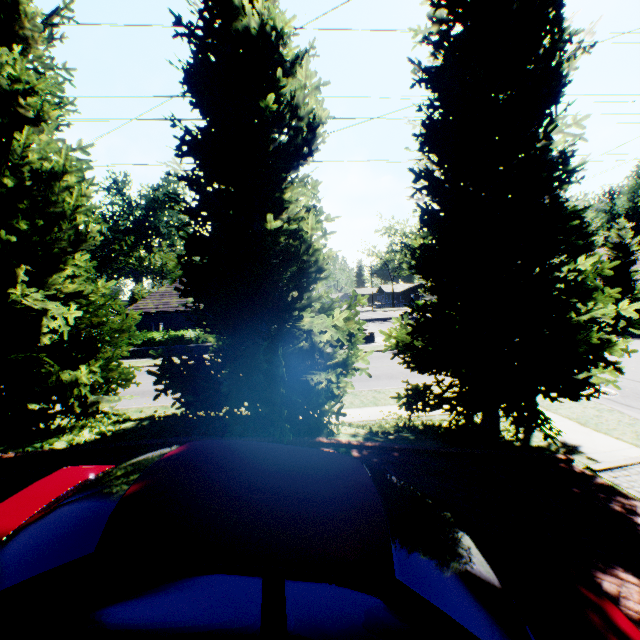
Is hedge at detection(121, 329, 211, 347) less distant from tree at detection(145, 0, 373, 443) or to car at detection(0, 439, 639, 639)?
tree at detection(145, 0, 373, 443)

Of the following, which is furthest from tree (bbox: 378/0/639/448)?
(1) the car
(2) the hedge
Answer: (2) the hedge

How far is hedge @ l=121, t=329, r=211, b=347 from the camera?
24.5m

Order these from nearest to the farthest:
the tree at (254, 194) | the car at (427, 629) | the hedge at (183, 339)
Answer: the car at (427, 629) → the tree at (254, 194) → the hedge at (183, 339)

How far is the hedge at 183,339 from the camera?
24.53m

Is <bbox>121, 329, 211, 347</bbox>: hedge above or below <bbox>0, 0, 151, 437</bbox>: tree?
below

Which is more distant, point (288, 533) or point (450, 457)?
point (450, 457)

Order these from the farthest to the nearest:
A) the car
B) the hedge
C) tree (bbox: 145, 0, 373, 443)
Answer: the hedge → tree (bbox: 145, 0, 373, 443) → the car
